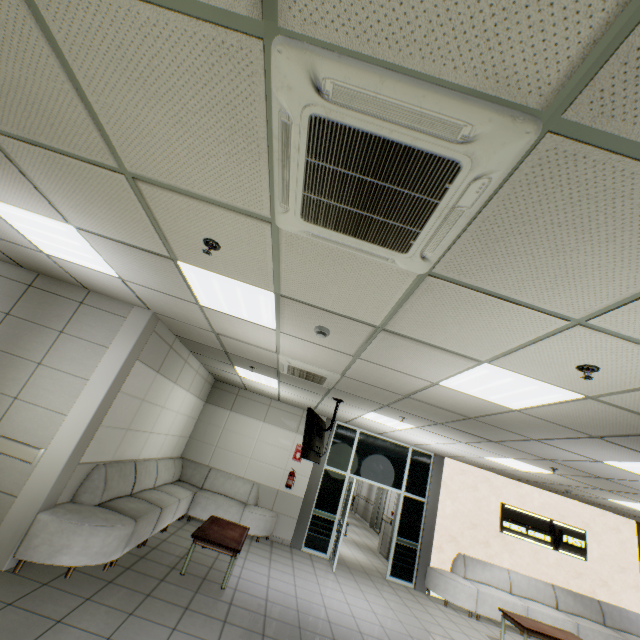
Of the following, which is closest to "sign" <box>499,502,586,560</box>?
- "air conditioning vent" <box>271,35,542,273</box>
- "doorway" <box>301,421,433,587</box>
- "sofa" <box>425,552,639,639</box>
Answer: "sofa" <box>425,552,639,639</box>

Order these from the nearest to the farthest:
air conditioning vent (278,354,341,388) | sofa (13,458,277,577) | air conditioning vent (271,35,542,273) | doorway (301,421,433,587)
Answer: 1. air conditioning vent (271,35,542,273)
2. sofa (13,458,277,577)
3. air conditioning vent (278,354,341,388)
4. doorway (301,421,433,587)

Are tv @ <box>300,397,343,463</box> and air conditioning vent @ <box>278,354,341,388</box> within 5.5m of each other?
yes

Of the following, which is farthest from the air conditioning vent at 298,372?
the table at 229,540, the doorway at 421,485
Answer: the doorway at 421,485

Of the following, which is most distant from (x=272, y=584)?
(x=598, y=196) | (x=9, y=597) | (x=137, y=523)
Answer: (x=598, y=196)

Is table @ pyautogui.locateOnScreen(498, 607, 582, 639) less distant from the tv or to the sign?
the sign

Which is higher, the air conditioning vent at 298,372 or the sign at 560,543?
the air conditioning vent at 298,372

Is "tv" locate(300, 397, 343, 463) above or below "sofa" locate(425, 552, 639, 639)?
above
